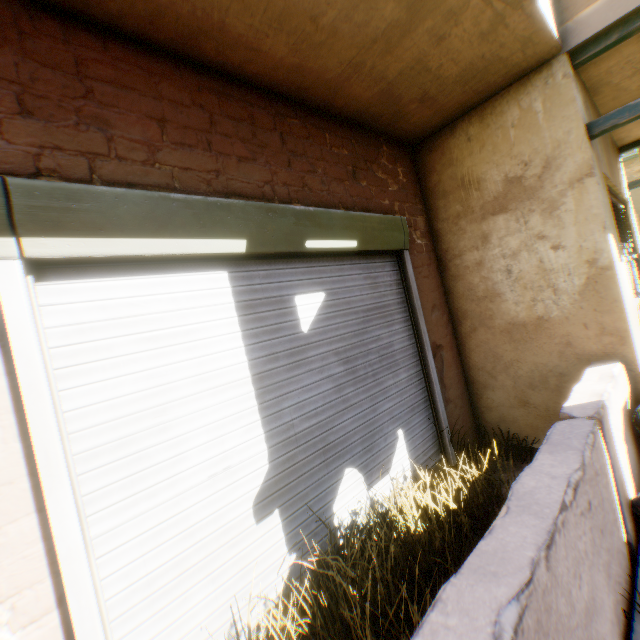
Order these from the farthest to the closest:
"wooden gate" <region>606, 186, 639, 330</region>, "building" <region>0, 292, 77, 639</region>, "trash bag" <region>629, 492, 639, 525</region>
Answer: "wooden gate" <region>606, 186, 639, 330</region> → "trash bag" <region>629, 492, 639, 525</region> → "building" <region>0, 292, 77, 639</region>

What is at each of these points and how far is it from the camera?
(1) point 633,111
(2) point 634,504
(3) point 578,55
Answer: (1) wooden beam, 2.8 meters
(2) trash bag, 2.2 meters
(3) wooden beam, 3.0 meters

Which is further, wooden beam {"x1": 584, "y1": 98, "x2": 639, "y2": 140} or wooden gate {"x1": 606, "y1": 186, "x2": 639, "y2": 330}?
wooden gate {"x1": 606, "y1": 186, "x2": 639, "y2": 330}

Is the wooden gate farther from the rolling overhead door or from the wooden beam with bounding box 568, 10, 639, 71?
the wooden beam with bounding box 568, 10, 639, 71

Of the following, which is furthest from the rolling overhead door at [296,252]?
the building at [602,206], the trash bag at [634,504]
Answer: the trash bag at [634,504]

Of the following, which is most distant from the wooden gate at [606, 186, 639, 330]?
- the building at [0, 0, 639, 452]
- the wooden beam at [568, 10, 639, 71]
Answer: the wooden beam at [568, 10, 639, 71]

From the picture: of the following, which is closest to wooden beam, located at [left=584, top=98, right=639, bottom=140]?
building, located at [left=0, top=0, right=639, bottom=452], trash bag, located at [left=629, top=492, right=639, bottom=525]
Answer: building, located at [left=0, top=0, right=639, bottom=452]

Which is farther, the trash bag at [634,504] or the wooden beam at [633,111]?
the wooden beam at [633,111]
